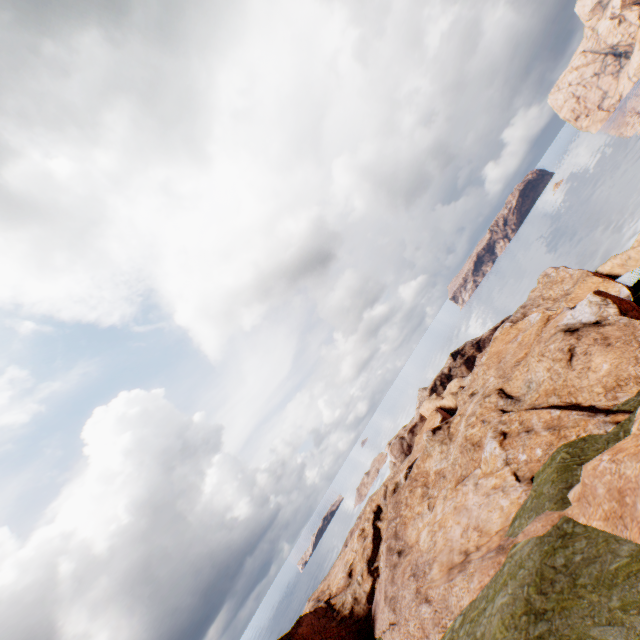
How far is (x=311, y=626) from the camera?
39.47m
